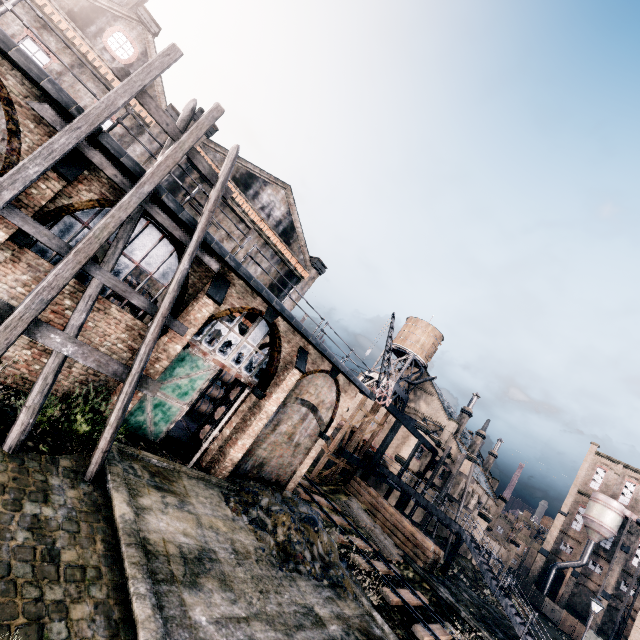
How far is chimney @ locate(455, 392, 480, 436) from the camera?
53.4 meters

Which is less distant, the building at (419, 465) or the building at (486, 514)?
the building at (419, 465)

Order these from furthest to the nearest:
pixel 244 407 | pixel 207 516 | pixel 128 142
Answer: pixel 128 142 → pixel 244 407 → pixel 207 516

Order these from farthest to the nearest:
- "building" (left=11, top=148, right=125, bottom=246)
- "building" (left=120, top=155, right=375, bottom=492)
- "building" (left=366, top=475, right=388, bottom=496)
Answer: "building" (left=366, top=475, right=388, bottom=496)
"building" (left=120, top=155, right=375, bottom=492)
"building" (left=11, top=148, right=125, bottom=246)

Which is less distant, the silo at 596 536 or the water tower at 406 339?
the water tower at 406 339

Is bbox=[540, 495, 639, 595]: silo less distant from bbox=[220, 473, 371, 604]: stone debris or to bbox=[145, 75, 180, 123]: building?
bbox=[220, 473, 371, 604]: stone debris

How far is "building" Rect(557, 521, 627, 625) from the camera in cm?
5706

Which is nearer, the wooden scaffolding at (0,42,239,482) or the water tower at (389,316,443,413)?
the wooden scaffolding at (0,42,239,482)
